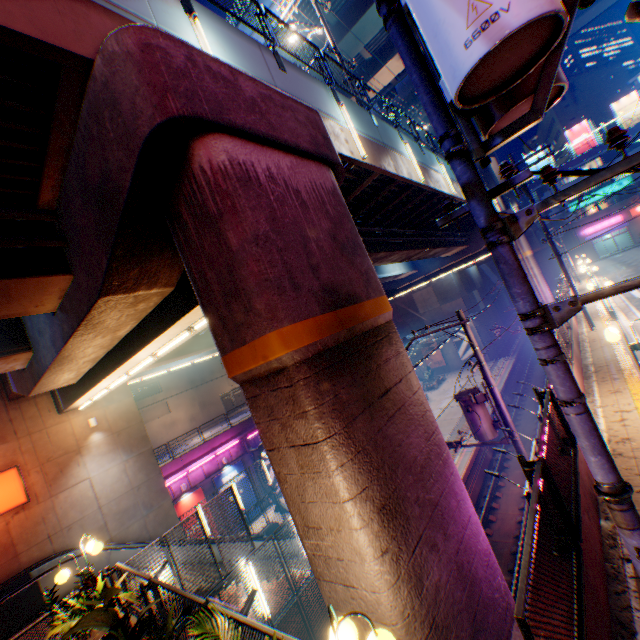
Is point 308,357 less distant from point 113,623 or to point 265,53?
point 113,623

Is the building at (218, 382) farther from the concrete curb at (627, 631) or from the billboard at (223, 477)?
the concrete curb at (627, 631)

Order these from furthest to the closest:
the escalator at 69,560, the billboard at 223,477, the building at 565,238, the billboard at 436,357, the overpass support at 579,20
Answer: the building at 565,238 < the billboard at 436,357 < the overpass support at 579,20 < the billboard at 223,477 < the escalator at 69,560

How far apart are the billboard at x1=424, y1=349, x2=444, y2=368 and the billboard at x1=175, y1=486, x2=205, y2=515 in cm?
3335

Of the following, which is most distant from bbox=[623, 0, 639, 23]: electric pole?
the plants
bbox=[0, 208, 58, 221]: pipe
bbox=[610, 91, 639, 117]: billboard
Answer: bbox=[610, 91, 639, 117]: billboard

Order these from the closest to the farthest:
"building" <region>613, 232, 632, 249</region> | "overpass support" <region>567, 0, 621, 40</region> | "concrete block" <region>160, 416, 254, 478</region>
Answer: "concrete block" <region>160, 416, 254, 478</region> < "overpass support" <region>567, 0, 621, 40</region> < "building" <region>613, 232, 632, 249</region>

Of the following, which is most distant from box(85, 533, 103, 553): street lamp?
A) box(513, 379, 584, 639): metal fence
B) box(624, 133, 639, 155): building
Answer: box(624, 133, 639, 155): building

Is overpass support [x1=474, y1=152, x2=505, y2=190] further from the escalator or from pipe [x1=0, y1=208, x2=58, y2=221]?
the escalator
